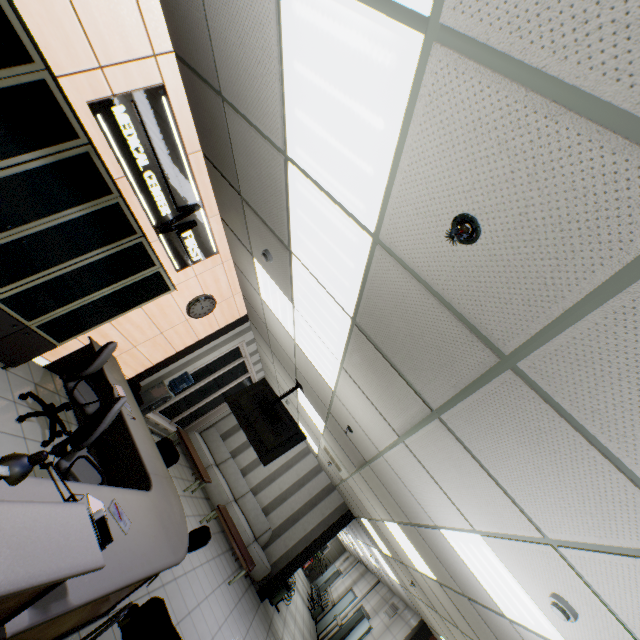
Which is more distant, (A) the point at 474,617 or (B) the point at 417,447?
(A) the point at 474,617

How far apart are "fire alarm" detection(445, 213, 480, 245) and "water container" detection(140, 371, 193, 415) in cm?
688

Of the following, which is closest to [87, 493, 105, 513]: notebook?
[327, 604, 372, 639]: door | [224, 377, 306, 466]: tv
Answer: [224, 377, 306, 466]: tv

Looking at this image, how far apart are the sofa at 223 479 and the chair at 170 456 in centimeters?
444cm

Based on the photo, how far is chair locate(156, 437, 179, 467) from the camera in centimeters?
549cm

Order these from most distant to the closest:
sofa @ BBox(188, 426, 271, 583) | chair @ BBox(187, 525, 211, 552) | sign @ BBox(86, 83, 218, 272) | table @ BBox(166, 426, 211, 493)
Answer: sofa @ BBox(188, 426, 271, 583) < table @ BBox(166, 426, 211, 493) < chair @ BBox(187, 525, 211, 552) < sign @ BBox(86, 83, 218, 272)

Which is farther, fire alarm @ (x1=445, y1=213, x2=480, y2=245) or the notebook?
the notebook

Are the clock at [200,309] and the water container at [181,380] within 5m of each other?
yes
